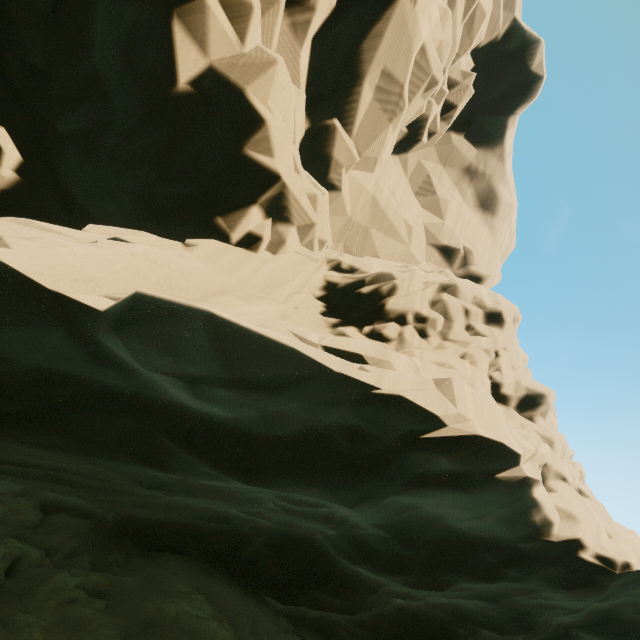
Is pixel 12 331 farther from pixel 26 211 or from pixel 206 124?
pixel 206 124
